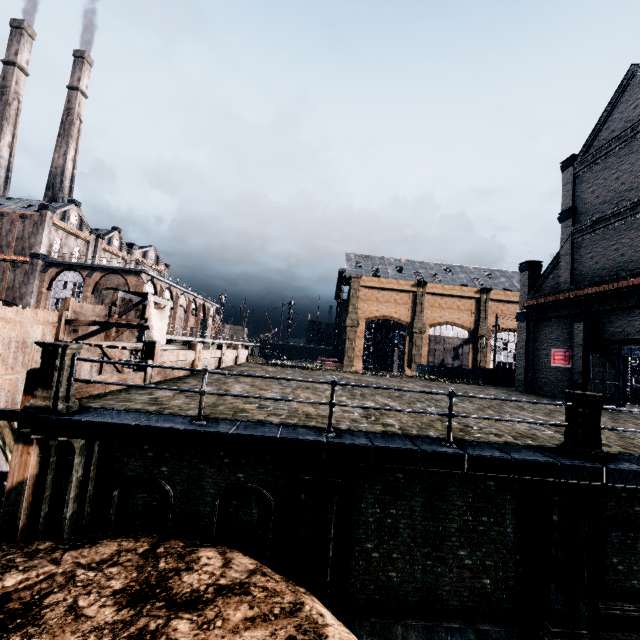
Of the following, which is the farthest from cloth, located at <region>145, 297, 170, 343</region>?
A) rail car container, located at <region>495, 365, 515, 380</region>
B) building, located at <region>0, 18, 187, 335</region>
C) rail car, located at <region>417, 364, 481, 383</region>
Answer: rail car, located at <region>417, 364, 481, 383</region>

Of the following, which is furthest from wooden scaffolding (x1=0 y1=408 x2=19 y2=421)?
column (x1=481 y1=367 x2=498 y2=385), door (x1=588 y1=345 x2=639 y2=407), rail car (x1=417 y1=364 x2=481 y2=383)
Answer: rail car (x1=417 y1=364 x2=481 y2=383)

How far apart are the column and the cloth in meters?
31.3 m

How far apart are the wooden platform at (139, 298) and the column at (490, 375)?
31.8 meters

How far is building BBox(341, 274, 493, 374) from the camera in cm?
5819

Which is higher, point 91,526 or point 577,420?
point 577,420

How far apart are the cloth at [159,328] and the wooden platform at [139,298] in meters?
0.0

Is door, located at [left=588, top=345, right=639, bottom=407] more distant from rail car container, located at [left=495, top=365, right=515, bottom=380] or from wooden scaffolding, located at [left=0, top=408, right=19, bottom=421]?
wooden scaffolding, located at [left=0, top=408, right=19, bottom=421]
